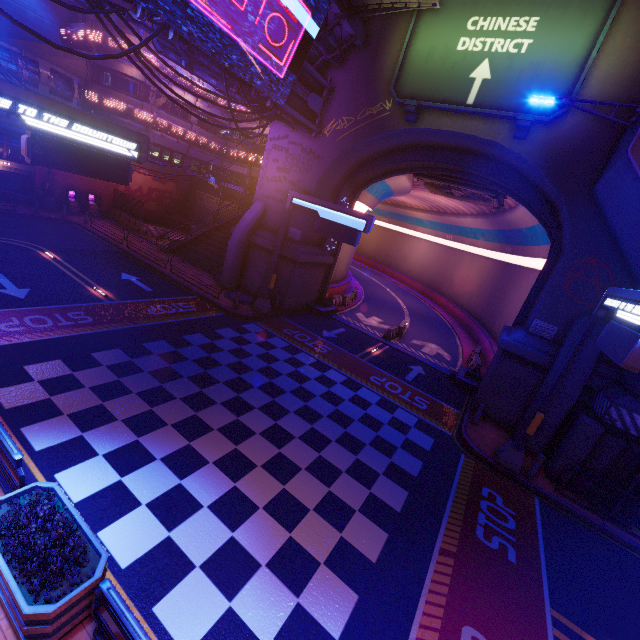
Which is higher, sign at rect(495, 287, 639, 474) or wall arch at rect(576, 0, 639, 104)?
wall arch at rect(576, 0, 639, 104)

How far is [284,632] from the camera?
5.6m

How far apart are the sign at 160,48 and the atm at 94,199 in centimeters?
2059cm

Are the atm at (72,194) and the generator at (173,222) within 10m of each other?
yes

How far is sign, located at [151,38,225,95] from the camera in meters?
12.7

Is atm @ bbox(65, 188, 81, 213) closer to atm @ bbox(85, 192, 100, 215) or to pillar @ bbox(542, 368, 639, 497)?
atm @ bbox(85, 192, 100, 215)

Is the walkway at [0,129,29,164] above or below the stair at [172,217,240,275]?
above

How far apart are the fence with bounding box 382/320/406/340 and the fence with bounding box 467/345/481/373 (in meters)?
5.16
